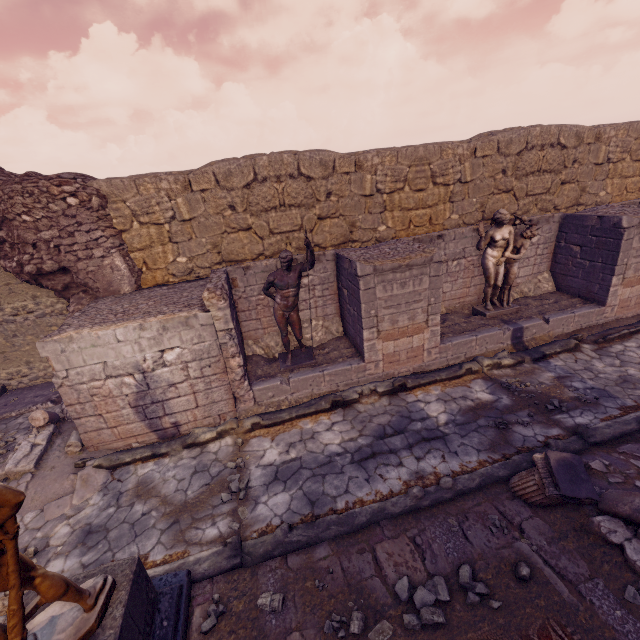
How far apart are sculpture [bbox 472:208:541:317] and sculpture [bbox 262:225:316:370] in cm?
447

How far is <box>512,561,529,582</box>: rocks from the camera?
3.6m

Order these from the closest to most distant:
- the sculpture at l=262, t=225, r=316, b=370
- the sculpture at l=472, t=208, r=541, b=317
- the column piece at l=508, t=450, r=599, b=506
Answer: the column piece at l=508, t=450, r=599, b=506 < the sculpture at l=262, t=225, r=316, b=370 < the sculpture at l=472, t=208, r=541, b=317

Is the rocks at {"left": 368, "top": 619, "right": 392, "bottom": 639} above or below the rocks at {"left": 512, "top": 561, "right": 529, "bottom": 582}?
below

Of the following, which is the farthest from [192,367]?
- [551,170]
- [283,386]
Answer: [551,170]

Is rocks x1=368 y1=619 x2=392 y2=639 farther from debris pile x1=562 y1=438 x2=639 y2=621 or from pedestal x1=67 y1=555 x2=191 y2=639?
debris pile x1=562 y1=438 x2=639 y2=621

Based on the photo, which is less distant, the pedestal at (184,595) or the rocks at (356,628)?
the pedestal at (184,595)

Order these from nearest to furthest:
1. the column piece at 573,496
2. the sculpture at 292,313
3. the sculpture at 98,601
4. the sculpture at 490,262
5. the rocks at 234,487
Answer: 1. the sculpture at 98,601
2. the column piece at 573,496
3. the rocks at 234,487
4. the sculpture at 292,313
5. the sculpture at 490,262
